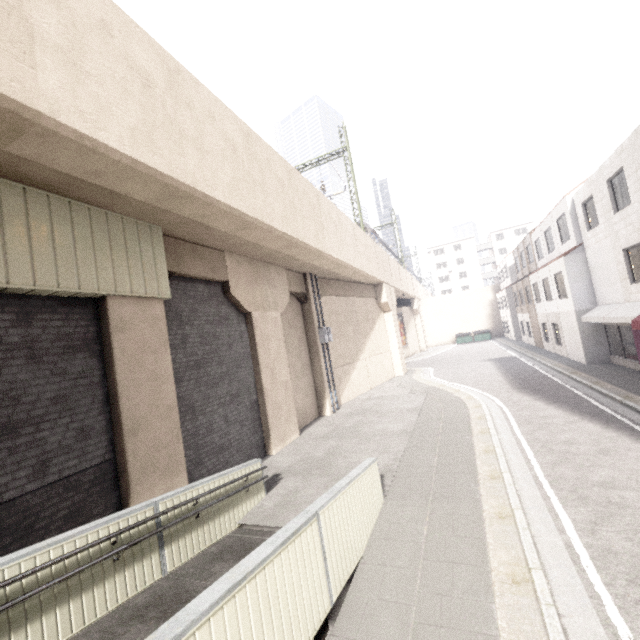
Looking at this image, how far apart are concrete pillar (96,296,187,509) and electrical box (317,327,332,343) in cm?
880

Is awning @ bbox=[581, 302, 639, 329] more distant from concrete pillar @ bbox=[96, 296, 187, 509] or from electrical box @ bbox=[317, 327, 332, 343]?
concrete pillar @ bbox=[96, 296, 187, 509]

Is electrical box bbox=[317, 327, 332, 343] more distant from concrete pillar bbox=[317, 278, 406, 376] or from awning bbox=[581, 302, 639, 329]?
awning bbox=[581, 302, 639, 329]

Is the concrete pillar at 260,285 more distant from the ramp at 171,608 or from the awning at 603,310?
the awning at 603,310

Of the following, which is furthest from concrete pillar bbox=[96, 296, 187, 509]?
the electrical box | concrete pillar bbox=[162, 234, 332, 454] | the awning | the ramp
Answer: the awning

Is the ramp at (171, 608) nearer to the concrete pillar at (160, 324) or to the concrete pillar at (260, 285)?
the concrete pillar at (160, 324)

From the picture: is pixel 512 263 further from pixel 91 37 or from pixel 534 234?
pixel 91 37

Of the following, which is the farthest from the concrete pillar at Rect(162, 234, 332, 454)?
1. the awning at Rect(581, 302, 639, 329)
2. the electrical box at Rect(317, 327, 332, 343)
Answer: the awning at Rect(581, 302, 639, 329)
